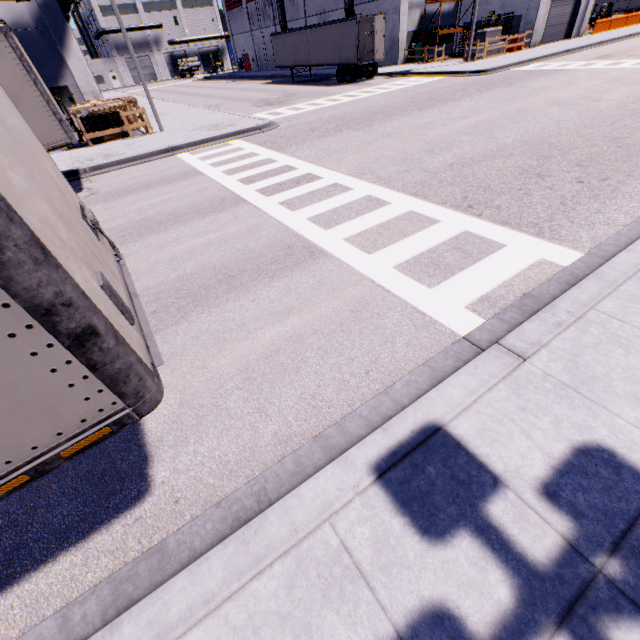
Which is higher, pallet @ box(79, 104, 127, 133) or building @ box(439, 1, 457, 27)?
building @ box(439, 1, 457, 27)

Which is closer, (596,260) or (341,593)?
(341,593)

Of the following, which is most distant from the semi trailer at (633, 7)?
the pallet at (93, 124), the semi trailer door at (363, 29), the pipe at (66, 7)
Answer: the pallet at (93, 124)

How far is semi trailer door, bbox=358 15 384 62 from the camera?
23.6 meters

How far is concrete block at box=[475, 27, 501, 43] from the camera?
25.5 meters

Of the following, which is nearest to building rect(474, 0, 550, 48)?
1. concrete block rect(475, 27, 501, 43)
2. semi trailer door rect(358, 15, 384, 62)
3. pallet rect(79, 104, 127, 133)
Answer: concrete block rect(475, 27, 501, 43)

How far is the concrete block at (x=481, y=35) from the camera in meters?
25.5 m

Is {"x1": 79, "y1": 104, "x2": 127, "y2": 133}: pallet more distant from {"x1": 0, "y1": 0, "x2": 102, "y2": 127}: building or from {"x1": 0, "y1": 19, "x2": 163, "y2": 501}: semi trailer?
{"x1": 0, "y1": 19, "x2": 163, "y2": 501}: semi trailer
